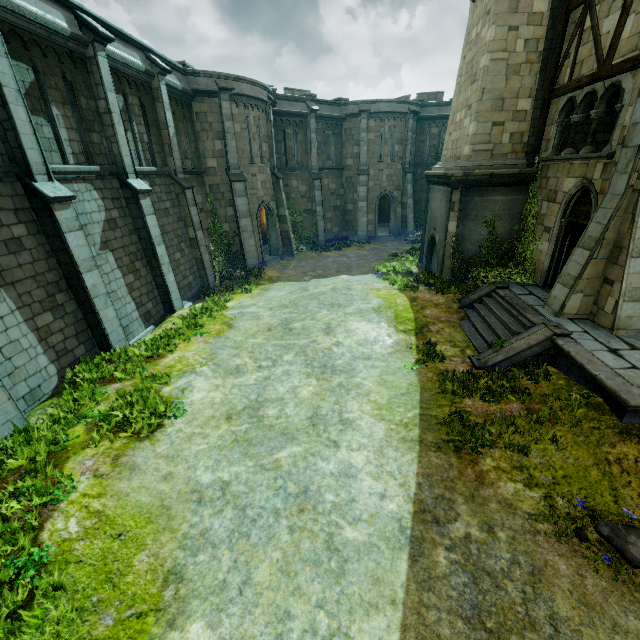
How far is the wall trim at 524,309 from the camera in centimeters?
960cm

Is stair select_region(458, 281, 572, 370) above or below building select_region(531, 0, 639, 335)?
below

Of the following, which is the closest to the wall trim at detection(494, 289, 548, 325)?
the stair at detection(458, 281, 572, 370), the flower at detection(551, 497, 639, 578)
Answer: the stair at detection(458, 281, 572, 370)

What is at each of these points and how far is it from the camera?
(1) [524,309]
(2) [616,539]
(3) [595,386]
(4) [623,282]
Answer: (1) wall trim, 10.3 meters
(2) flower, 4.9 meters
(3) wall trim, 7.3 meters
(4) building, 8.2 meters

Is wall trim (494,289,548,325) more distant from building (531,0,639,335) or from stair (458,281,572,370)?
building (531,0,639,335)

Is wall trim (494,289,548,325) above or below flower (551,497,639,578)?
above

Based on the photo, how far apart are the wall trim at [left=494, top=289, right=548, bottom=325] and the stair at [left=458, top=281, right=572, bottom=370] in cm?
1

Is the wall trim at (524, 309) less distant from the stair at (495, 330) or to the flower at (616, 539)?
the stair at (495, 330)
